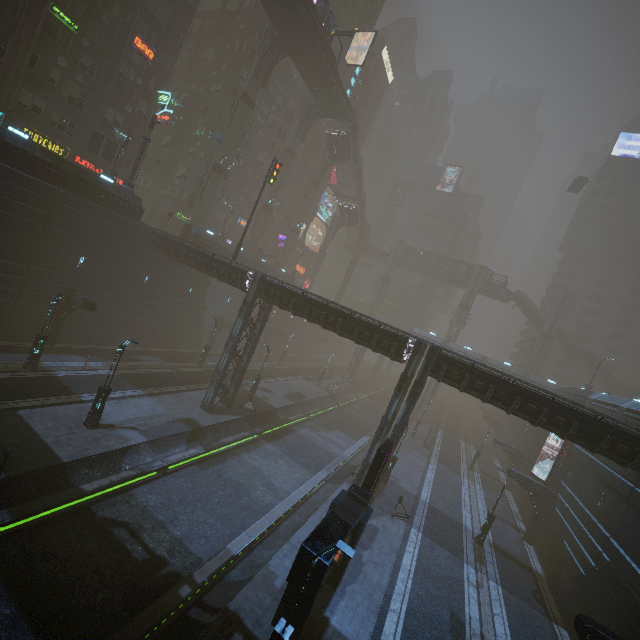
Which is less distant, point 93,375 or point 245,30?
point 93,375

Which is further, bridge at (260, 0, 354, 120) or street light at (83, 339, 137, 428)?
bridge at (260, 0, 354, 120)

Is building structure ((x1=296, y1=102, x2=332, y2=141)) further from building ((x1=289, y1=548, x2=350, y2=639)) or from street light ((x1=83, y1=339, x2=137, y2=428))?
street light ((x1=83, y1=339, x2=137, y2=428))

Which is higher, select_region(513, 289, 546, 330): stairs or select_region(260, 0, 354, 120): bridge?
select_region(260, 0, 354, 120): bridge

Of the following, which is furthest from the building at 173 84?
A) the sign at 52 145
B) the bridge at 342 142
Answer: the bridge at 342 142

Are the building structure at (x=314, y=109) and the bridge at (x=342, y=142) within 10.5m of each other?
yes

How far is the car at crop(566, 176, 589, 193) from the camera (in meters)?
49.03

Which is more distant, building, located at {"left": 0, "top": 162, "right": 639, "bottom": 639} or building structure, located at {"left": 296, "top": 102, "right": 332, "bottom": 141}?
building structure, located at {"left": 296, "top": 102, "right": 332, "bottom": 141}
